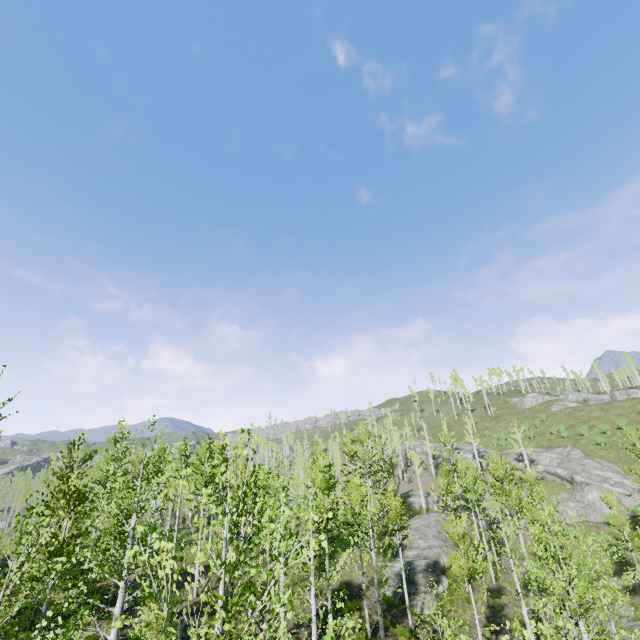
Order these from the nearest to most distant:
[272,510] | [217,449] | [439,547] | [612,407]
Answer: [272,510], [217,449], [439,547], [612,407]

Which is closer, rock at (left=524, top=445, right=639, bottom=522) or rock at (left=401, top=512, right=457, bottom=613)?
rock at (left=401, top=512, right=457, bottom=613)

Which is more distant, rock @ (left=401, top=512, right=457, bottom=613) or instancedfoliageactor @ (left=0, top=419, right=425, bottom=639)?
rock @ (left=401, top=512, right=457, bottom=613)

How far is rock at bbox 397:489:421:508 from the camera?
51.2 meters

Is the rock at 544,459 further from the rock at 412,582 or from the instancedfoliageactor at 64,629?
the rock at 412,582

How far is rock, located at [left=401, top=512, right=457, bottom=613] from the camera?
23.2m

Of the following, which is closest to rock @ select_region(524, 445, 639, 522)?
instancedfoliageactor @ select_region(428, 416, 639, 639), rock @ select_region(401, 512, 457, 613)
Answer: instancedfoliageactor @ select_region(428, 416, 639, 639)

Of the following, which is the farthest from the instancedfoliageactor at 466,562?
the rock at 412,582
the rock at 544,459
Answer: the rock at 544,459
